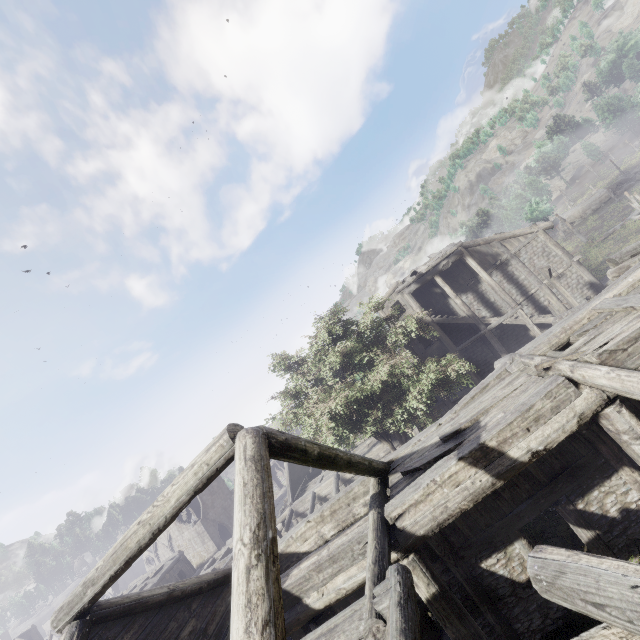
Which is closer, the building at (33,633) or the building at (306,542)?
the building at (306,542)

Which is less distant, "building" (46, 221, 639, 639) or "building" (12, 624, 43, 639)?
"building" (46, 221, 639, 639)

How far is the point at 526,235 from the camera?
22.2 meters
